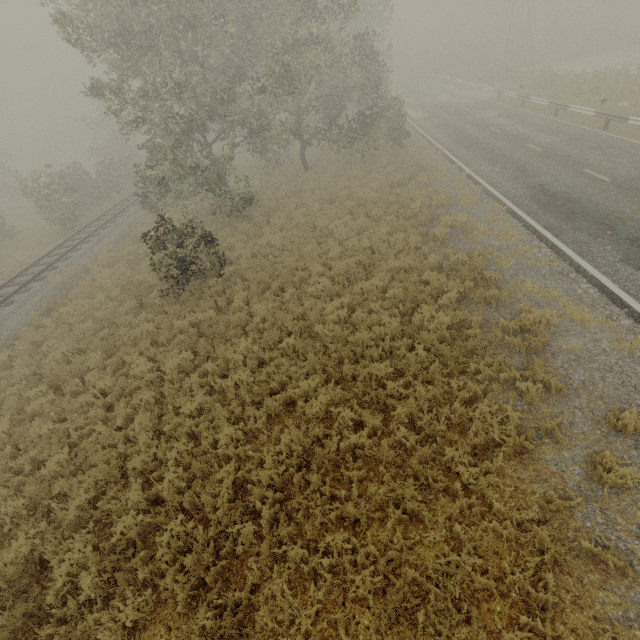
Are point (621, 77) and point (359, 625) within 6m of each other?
no

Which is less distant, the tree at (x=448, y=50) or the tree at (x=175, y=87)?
the tree at (x=175, y=87)

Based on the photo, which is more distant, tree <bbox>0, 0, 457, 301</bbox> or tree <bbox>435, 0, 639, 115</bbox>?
tree <bbox>435, 0, 639, 115</bbox>
